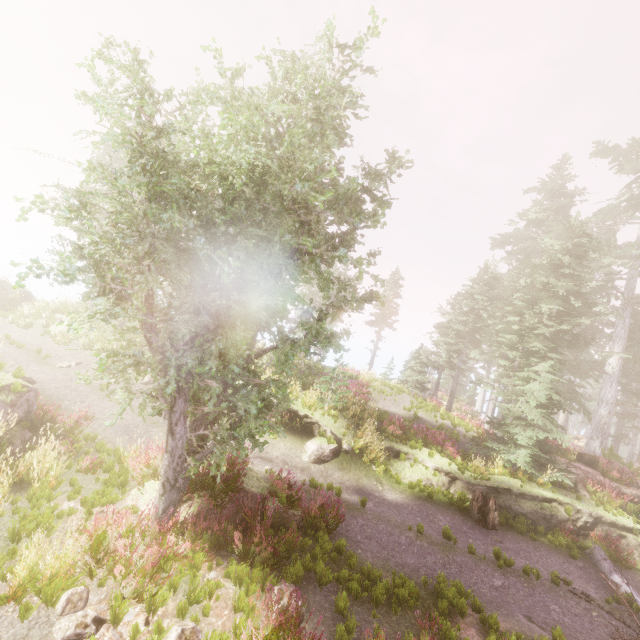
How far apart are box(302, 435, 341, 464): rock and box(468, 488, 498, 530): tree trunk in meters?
5.5 m

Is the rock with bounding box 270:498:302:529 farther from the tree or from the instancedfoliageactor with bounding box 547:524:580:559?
the tree

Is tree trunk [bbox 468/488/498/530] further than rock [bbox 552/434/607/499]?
No

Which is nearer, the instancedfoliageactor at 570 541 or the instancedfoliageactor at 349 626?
the instancedfoliageactor at 349 626

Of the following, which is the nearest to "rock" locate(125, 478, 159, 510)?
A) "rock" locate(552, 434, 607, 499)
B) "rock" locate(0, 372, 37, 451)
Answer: "rock" locate(0, 372, 37, 451)

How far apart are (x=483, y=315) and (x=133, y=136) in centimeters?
2958cm

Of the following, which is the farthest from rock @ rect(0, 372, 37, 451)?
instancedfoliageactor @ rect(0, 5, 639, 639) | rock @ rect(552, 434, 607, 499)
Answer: rock @ rect(552, 434, 607, 499)

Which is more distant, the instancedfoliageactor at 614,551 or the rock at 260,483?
the instancedfoliageactor at 614,551
